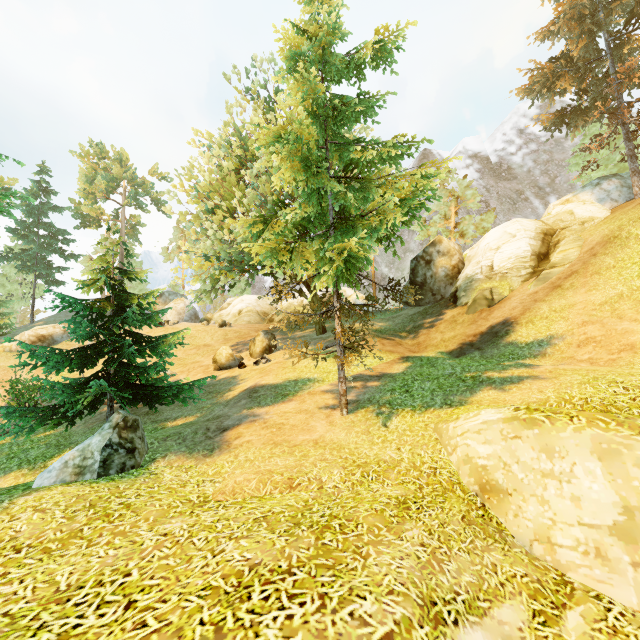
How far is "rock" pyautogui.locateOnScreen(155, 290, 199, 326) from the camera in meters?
36.2

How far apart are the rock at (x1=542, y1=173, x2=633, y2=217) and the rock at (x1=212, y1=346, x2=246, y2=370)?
23.57m

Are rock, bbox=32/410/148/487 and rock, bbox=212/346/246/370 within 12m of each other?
yes

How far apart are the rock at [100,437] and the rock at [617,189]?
27.4m

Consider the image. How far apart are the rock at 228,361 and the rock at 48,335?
21.0 meters

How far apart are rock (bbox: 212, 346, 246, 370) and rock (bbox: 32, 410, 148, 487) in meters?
10.1 m

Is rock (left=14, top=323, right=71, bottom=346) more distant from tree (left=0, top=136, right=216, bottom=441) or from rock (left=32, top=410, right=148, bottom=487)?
rock (left=32, top=410, right=148, bottom=487)

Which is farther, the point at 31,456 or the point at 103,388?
the point at 31,456
